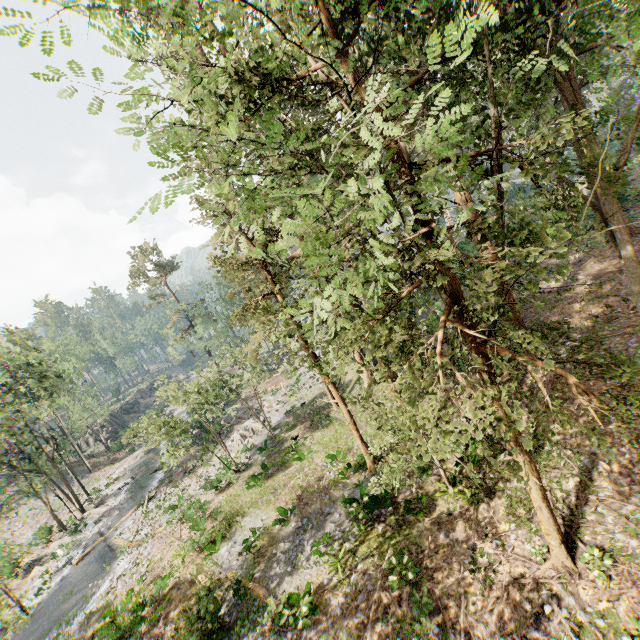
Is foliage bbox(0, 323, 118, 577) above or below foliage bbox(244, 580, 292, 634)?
above

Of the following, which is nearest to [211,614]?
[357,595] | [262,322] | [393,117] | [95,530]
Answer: [357,595]

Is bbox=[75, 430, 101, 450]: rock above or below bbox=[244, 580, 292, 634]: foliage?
above

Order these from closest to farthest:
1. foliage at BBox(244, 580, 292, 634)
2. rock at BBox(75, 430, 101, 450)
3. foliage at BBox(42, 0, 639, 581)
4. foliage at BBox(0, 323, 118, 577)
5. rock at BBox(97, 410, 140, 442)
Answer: foliage at BBox(42, 0, 639, 581), foliage at BBox(244, 580, 292, 634), foliage at BBox(0, 323, 118, 577), rock at BBox(75, 430, 101, 450), rock at BBox(97, 410, 140, 442)

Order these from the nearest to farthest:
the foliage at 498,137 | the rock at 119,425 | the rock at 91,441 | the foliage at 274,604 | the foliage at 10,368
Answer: the foliage at 498,137, the foliage at 274,604, the foliage at 10,368, the rock at 91,441, the rock at 119,425

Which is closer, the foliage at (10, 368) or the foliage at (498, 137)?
the foliage at (498, 137)

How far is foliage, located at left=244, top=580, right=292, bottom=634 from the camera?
12.57m
